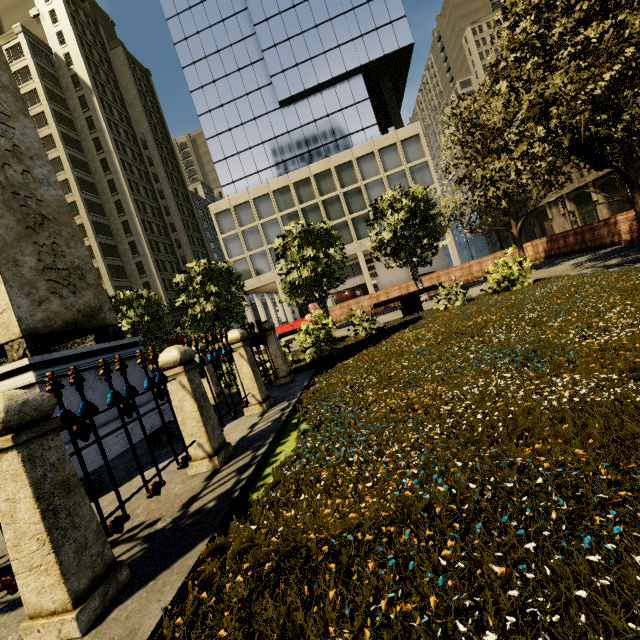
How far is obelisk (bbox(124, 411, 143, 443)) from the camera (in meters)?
4.56

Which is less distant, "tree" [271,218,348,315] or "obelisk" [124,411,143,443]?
"obelisk" [124,411,143,443]

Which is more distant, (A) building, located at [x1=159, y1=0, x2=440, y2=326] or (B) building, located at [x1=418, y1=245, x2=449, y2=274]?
(B) building, located at [x1=418, y1=245, x2=449, y2=274]

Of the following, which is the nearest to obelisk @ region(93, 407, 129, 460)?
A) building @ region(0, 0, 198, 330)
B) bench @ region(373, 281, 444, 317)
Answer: bench @ region(373, 281, 444, 317)

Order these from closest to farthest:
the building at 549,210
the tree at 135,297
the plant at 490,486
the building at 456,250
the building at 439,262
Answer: the plant at 490,486
the tree at 135,297
the building at 456,250
the building at 549,210
the building at 439,262

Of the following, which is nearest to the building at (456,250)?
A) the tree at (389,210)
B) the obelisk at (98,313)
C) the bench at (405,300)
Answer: the tree at (389,210)

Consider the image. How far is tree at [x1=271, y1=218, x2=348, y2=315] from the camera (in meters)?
15.42

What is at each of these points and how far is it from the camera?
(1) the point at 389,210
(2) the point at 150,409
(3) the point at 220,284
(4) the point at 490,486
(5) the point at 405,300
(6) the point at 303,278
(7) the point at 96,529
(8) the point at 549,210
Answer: (1) tree, 15.23m
(2) obelisk, 5.08m
(3) tree, 16.83m
(4) plant, 1.86m
(5) bench, 11.82m
(6) tree, 15.68m
(7) fence, 2.02m
(8) building, 48.19m
